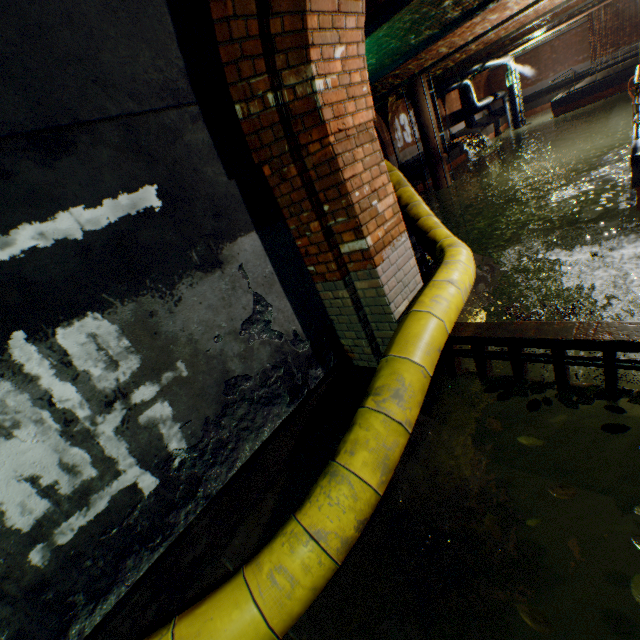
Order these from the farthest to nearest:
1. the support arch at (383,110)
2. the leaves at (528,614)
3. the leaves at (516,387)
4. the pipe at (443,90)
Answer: the pipe at (443,90)
the support arch at (383,110)
the leaves at (516,387)
the leaves at (528,614)

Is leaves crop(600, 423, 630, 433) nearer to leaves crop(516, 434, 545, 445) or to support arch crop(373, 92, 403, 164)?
leaves crop(516, 434, 545, 445)

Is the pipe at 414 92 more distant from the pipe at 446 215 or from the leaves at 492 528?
the leaves at 492 528

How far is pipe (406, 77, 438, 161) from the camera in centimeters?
1666cm

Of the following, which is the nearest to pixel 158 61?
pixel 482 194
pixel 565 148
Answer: pixel 482 194

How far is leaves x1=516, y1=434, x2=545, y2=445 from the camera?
2.27m

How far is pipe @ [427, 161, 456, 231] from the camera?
18.2 meters

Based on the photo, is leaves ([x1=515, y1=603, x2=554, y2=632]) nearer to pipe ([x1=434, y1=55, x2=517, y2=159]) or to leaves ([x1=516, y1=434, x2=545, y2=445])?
leaves ([x1=516, y1=434, x2=545, y2=445])
